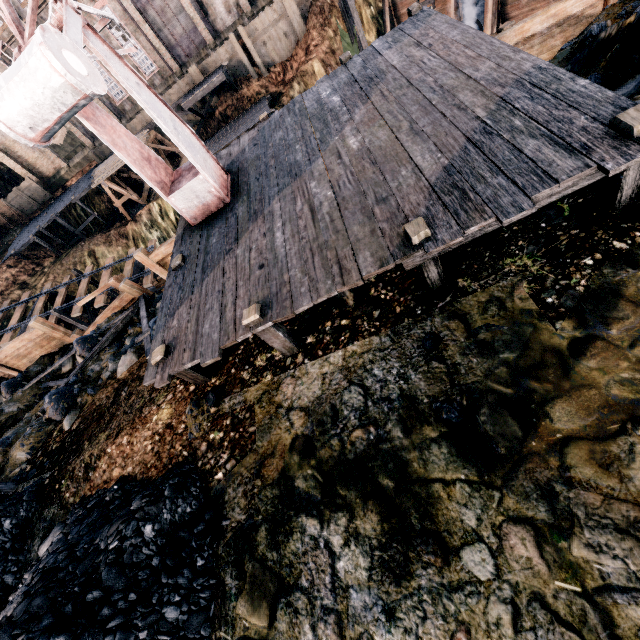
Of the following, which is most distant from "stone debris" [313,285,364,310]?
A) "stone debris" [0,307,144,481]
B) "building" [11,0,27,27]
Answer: "building" [11,0,27,27]

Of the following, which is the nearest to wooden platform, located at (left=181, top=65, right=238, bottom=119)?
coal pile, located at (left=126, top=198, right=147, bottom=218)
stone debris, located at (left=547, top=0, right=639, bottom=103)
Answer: coal pile, located at (left=126, top=198, right=147, bottom=218)

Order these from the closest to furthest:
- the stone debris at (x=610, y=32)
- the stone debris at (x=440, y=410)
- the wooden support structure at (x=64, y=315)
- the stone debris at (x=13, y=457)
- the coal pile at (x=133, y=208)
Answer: the stone debris at (x=440, y=410) → the stone debris at (x=610, y=32) → the stone debris at (x=13, y=457) → the wooden support structure at (x=64, y=315) → the coal pile at (x=133, y=208)

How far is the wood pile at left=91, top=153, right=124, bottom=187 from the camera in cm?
3050

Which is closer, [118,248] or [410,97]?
[410,97]

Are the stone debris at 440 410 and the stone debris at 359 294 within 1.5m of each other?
no

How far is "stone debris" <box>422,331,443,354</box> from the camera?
5.2m

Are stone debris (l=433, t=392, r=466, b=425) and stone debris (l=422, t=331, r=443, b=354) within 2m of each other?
yes
